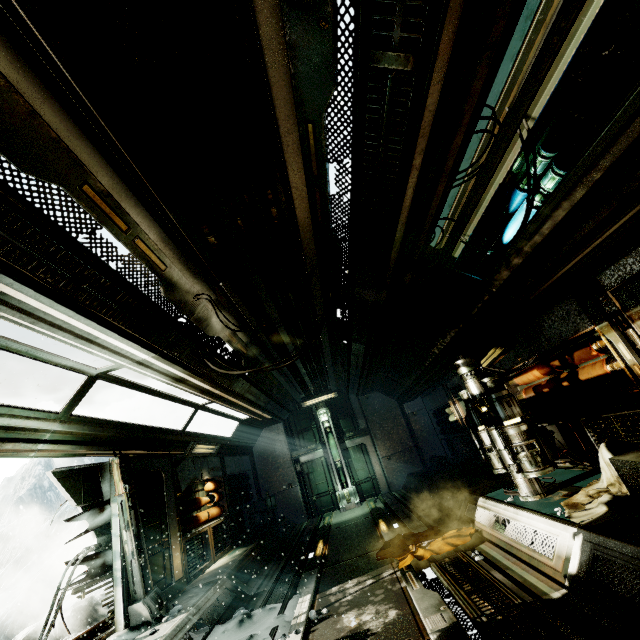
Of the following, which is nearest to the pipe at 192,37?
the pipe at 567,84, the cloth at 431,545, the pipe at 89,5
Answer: the pipe at 89,5

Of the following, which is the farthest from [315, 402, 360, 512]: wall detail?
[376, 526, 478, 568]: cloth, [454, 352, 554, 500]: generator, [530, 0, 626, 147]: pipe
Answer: [530, 0, 626, 147]: pipe

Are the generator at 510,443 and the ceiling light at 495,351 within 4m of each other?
yes

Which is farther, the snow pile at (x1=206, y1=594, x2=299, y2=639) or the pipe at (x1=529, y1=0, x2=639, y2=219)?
the snow pile at (x1=206, y1=594, x2=299, y2=639)

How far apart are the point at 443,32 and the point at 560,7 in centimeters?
82cm

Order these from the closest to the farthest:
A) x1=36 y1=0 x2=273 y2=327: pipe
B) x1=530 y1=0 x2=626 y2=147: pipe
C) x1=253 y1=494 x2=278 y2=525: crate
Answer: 1. x1=36 y1=0 x2=273 y2=327: pipe
2. x1=530 y1=0 x2=626 y2=147: pipe
3. x1=253 y1=494 x2=278 y2=525: crate

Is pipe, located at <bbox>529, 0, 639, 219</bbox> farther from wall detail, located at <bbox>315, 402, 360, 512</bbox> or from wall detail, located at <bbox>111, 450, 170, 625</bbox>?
wall detail, located at <bbox>315, 402, 360, 512</bbox>

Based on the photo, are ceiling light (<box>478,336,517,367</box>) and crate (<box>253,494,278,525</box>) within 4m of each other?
no
